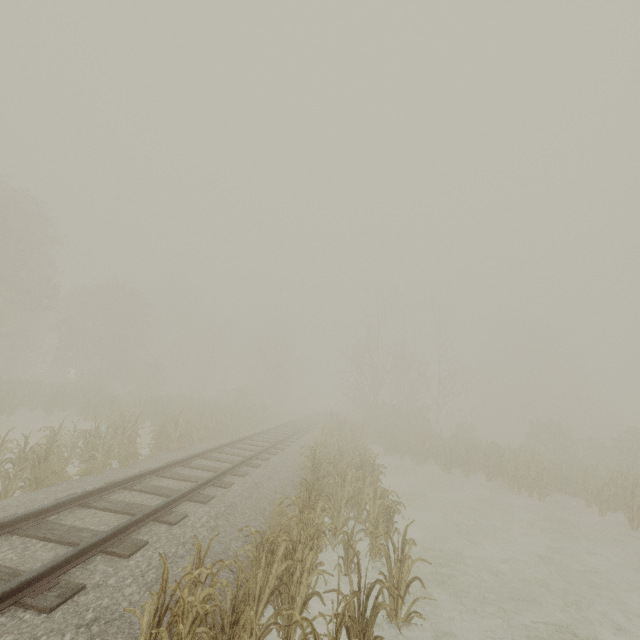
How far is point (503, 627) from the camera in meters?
5.9
